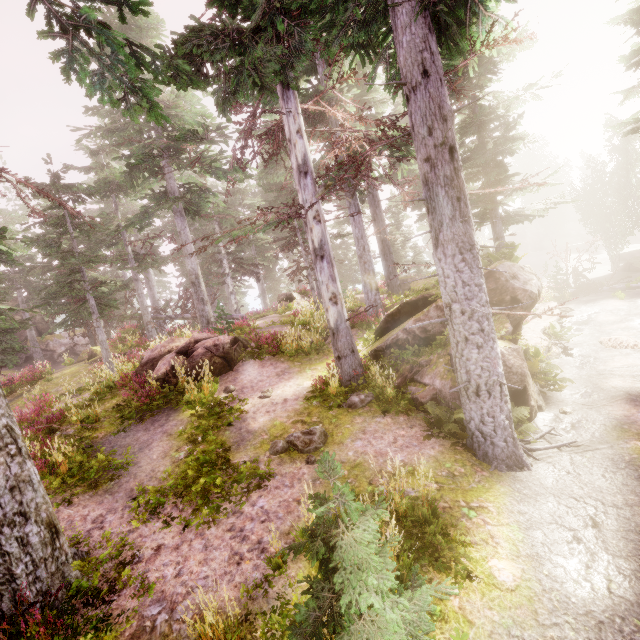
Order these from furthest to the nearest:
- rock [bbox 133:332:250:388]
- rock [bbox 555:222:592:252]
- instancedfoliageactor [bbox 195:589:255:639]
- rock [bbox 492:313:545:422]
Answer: rock [bbox 555:222:592:252] → rock [bbox 133:332:250:388] → rock [bbox 492:313:545:422] → instancedfoliageactor [bbox 195:589:255:639]

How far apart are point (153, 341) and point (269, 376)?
6.1 meters

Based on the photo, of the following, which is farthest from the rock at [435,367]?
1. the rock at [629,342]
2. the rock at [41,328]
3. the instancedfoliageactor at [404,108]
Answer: the rock at [41,328]

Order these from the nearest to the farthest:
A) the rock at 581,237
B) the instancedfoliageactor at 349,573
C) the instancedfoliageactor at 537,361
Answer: the instancedfoliageactor at 349,573 → the instancedfoliageactor at 537,361 → the rock at 581,237

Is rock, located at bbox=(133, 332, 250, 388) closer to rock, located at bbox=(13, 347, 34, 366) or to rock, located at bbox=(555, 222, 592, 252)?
rock, located at bbox=(13, 347, 34, 366)

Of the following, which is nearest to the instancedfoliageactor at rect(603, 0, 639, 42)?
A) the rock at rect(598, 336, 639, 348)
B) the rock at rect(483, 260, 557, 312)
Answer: the rock at rect(483, 260, 557, 312)

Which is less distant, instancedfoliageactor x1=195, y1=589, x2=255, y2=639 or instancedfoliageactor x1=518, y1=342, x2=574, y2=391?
instancedfoliageactor x1=195, y1=589, x2=255, y2=639

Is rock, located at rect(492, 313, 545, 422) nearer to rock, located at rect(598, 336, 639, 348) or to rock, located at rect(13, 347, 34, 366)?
rock, located at rect(598, 336, 639, 348)
